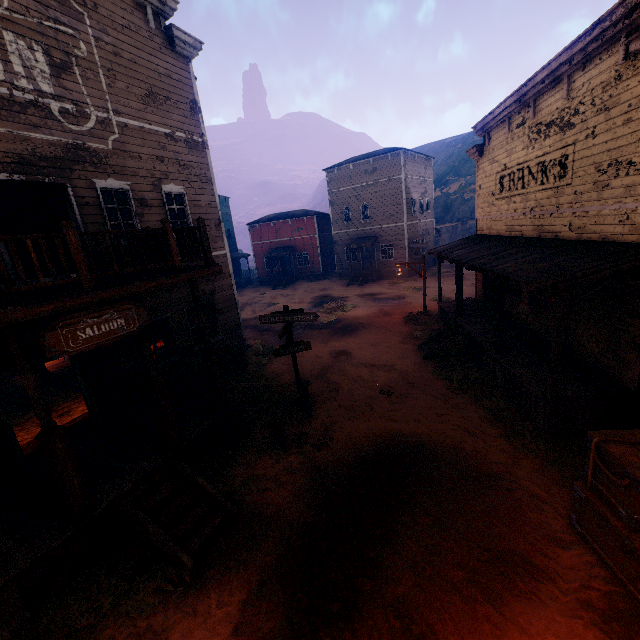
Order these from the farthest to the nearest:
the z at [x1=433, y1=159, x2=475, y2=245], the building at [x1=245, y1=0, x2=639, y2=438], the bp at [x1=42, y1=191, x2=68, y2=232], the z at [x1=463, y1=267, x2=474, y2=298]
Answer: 1. the z at [x1=433, y1=159, x2=475, y2=245]
2. the z at [x1=463, y1=267, x2=474, y2=298]
3. the bp at [x1=42, y1=191, x2=68, y2=232]
4. the building at [x1=245, y1=0, x2=639, y2=438]

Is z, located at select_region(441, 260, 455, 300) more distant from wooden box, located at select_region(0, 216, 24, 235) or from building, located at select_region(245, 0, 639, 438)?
wooden box, located at select_region(0, 216, 24, 235)

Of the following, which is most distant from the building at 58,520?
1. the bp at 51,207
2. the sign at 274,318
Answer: the sign at 274,318

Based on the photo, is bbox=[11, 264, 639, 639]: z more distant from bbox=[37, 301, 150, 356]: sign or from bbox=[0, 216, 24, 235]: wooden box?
bbox=[0, 216, 24, 235]: wooden box

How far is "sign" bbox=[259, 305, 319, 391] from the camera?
9.2 meters

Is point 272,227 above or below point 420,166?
below

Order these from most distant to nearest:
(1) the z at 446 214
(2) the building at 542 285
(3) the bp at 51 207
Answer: (1) the z at 446 214 < (3) the bp at 51 207 < (2) the building at 542 285

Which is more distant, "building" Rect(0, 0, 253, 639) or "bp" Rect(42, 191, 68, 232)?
"bp" Rect(42, 191, 68, 232)
